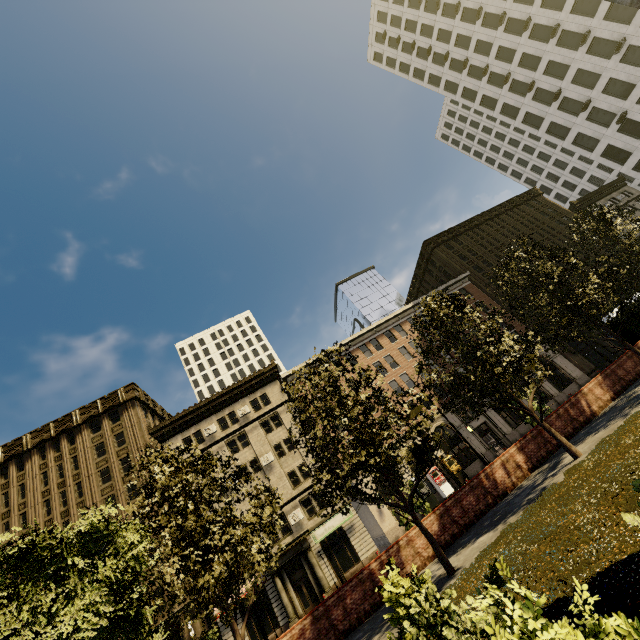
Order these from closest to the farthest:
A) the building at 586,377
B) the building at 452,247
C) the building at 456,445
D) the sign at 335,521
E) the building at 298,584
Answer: the building at 298,584 → the sign at 335,521 → the building at 456,445 → the building at 586,377 → the building at 452,247

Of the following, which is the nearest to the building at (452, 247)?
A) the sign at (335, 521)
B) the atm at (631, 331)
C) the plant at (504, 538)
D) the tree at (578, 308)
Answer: the sign at (335, 521)

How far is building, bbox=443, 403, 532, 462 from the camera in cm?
3359

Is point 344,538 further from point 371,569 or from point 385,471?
point 385,471

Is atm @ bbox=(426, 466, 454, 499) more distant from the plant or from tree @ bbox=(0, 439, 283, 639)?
the plant

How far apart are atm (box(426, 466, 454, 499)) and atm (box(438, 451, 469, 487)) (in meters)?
0.90

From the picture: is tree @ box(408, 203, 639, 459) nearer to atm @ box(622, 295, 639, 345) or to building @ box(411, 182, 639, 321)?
atm @ box(622, 295, 639, 345)

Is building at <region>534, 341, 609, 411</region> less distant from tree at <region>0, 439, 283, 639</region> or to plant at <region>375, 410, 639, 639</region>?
tree at <region>0, 439, 283, 639</region>
